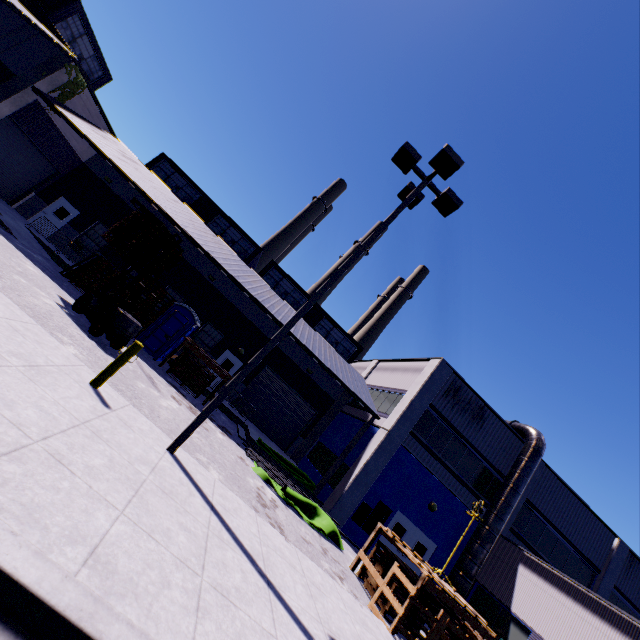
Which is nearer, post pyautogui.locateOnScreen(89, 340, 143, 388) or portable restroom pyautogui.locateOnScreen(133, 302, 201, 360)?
post pyautogui.locateOnScreen(89, 340, 143, 388)

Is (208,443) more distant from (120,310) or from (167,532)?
(167,532)

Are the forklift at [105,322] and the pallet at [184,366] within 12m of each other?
yes

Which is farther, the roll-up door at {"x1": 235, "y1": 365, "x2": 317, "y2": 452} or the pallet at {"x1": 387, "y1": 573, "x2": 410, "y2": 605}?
the roll-up door at {"x1": 235, "y1": 365, "x2": 317, "y2": 452}

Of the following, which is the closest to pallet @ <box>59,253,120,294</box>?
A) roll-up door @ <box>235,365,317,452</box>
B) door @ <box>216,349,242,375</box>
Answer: door @ <box>216,349,242,375</box>

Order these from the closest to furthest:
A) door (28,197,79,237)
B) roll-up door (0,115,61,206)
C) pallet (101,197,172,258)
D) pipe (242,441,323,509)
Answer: pallet (101,197,172,258)
pipe (242,441,323,509)
roll-up door (0,115,61,206)
door (28,197,79,237)

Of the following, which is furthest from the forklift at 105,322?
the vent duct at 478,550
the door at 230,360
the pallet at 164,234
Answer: the vent duct at 478,550

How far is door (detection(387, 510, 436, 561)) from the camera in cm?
1611
